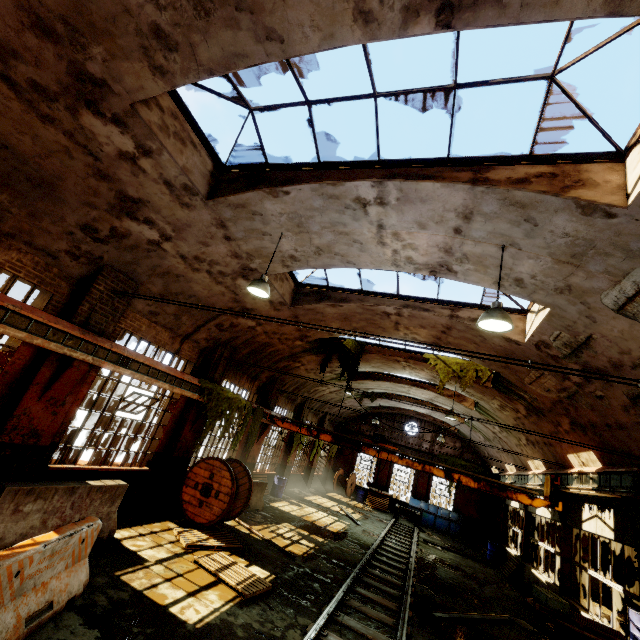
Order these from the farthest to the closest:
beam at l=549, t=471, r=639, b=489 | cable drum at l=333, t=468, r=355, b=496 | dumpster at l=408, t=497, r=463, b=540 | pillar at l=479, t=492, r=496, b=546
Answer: cable drum at l=333, t=468, r=355, b=496
pillar at l=479, t=492, r=496, b=546
dumpster at l=408, t=497, r=463, b=540
beam at l=549, t=471, r=639, b=489

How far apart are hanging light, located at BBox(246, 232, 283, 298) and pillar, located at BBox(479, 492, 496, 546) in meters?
25.9

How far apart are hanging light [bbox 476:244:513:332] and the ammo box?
6.8 meters

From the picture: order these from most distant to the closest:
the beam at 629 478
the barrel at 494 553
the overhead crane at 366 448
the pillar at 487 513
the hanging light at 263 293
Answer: the pillar at 487 513 < the barrel at 494 553 < the overhead crane at 366 448 < the beam at 629 478 < the hanging light at 263 293

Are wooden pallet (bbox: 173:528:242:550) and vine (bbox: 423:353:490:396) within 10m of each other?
yes

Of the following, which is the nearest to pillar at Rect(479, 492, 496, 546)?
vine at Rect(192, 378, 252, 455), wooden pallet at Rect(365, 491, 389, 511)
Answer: wooden pallet at Rect(365, 491, 389, 511)

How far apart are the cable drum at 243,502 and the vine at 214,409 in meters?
0.4 m

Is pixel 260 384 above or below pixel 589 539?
above
